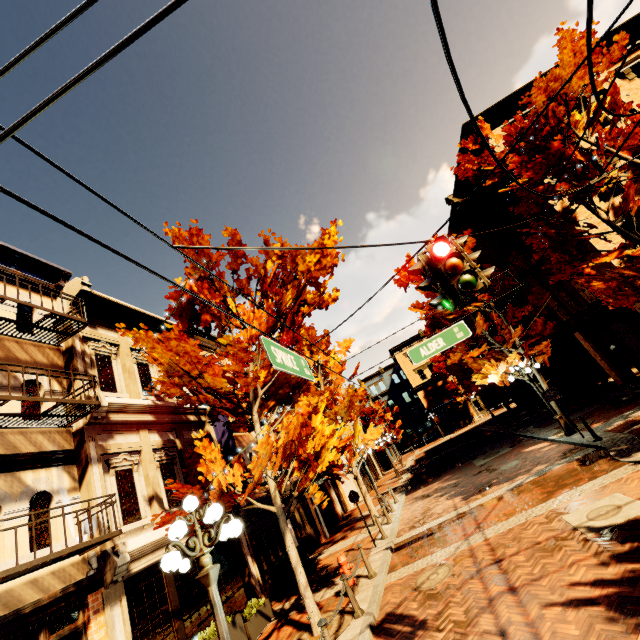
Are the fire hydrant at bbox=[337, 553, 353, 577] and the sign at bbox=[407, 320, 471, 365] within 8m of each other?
yes

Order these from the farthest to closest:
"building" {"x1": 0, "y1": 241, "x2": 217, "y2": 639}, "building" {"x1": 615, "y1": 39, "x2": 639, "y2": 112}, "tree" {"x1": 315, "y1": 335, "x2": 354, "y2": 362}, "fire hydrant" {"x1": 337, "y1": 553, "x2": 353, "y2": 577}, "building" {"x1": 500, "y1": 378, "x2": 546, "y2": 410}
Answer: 1. "building" {"x1": 500, "y1": 378, "x2": 546, "y2": 410}
2. "tree" {"x1": 315, "y1": 335, "x2": 354, "y2": 362}
3. "building" {"x1": 615, "y1": 39, "x2": 639, "y2": 112}
4. "fire hydrant" {"x1": 337, "y1": 553, "x2": 353, "y2": 577}
5. "building" {"x1": 0, "y1": 241, "x2": 217, "y2": 639}

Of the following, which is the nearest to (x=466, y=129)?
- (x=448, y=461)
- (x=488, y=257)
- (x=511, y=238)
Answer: (x=511, y=238)

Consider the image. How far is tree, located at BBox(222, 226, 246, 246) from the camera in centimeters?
959cm

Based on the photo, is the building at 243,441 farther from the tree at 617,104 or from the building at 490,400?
the building at 490,400

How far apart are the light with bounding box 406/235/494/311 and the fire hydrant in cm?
823

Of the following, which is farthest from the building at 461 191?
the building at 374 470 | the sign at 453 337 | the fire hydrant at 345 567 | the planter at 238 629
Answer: the planter at 238 629
